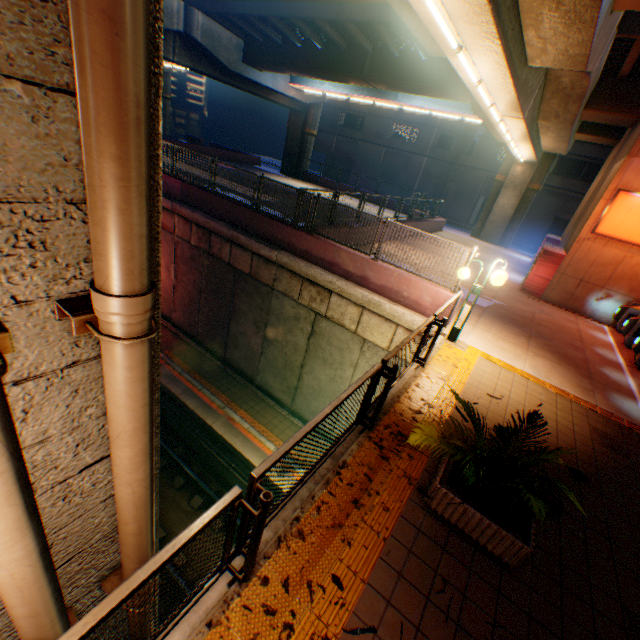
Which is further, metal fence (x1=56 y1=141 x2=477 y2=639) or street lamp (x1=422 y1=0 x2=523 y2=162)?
street lamp (x1=422 y1=0 x2=523 y2=162)

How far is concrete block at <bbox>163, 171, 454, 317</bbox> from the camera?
9.03m

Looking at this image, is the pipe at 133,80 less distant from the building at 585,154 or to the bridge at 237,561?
the bridge at 237,561

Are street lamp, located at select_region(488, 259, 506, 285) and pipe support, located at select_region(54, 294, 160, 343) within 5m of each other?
no

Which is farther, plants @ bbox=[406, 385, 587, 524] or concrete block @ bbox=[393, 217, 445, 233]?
concrete block @ bbox=[393, 217, 445, 233]

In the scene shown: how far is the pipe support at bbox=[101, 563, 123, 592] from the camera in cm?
253

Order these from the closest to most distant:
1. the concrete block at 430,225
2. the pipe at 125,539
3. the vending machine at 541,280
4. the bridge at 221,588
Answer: the pipe at 125,539 → the bridge at 221,588 → the vending machine at 541,280 → the concrete block at 430,225

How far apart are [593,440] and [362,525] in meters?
5.2 m
